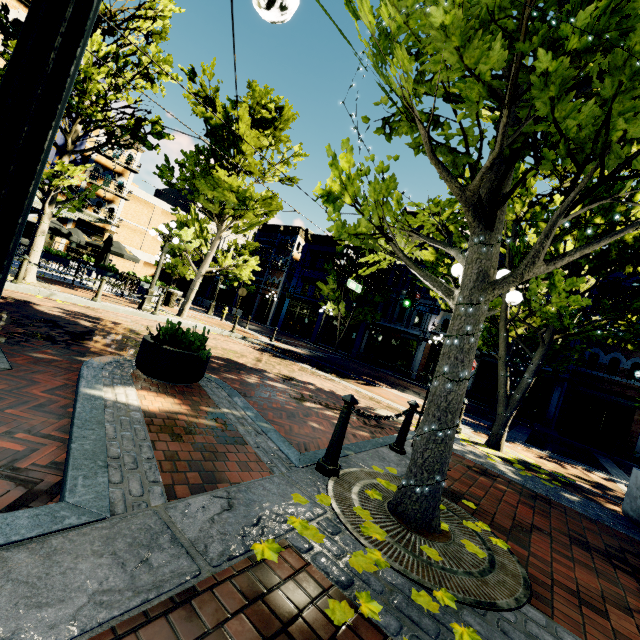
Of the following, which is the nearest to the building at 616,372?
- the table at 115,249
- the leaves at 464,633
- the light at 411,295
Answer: the leaves at 464,633

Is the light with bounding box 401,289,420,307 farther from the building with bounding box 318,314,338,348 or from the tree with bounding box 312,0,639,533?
the building with bounding box 318,314,338,348

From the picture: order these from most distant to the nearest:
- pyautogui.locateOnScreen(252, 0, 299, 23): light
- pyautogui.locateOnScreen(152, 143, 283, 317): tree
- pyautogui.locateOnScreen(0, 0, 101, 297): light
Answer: pyautogui.locateOnScreen(152, 143, 283, 317): tree, pyautogui.locateOnScreen(252, 0, 299, 23): light, pyautogui.locateOnScreen(0, 0, 101, 297): light

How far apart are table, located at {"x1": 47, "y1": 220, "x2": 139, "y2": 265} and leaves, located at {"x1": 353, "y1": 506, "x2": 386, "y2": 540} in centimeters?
1825cm

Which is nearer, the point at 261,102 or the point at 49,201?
the point at 49,201

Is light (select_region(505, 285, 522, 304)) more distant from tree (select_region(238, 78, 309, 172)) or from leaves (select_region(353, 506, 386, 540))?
leaves (select_region(353, 506, 386, 540))

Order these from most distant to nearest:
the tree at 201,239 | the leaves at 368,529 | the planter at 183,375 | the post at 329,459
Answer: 1. the tree at 201,239
2. the planter at 183,375
3. the post at 329,459
4. the leaves at 368,529

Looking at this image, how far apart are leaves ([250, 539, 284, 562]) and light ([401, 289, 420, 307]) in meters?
16.2 m
